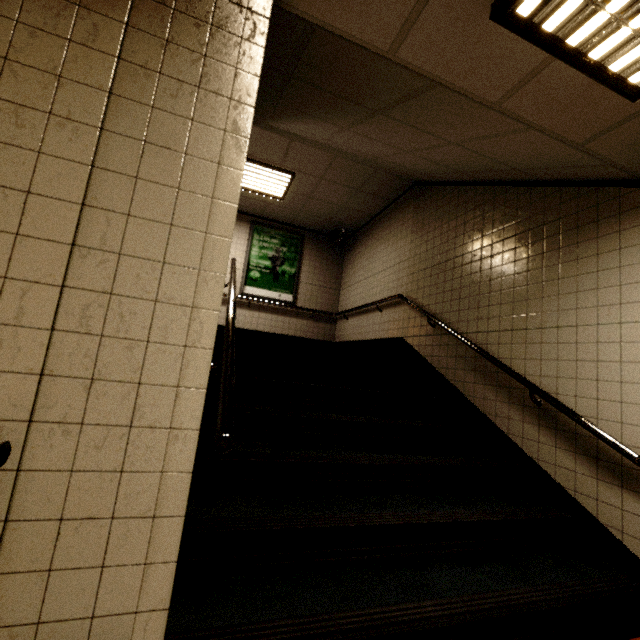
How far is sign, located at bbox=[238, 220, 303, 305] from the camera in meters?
7.2

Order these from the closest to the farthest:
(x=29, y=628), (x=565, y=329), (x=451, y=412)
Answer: (x=29, y=628), (x=565, y=329), (x=451, y=412)

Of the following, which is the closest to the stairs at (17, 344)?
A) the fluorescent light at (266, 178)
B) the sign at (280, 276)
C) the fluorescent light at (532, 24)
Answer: the fluorescent light at (266, 178)

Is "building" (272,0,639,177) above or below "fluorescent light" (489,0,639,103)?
above

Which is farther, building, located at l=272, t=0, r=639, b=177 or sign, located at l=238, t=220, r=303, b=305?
sign, located at l=238, t=220, r=303, b=305

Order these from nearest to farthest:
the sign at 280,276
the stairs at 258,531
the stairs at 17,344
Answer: the stairs at 17,344 → the stairs at 258,531 → the sign at 280,276

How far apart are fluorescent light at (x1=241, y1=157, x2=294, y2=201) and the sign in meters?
1.1

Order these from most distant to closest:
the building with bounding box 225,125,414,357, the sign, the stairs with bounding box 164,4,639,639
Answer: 1. the sign
2. the building with bounding box 225,125,414,357
3. the stairs with bounding box 164,4,639,639
